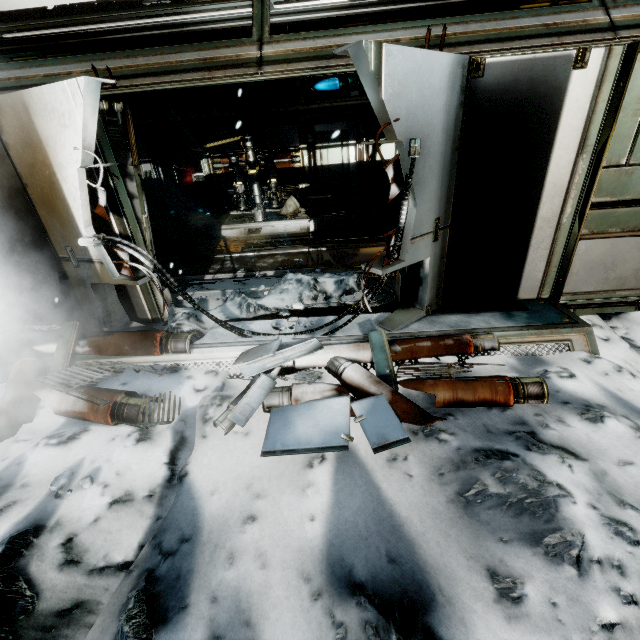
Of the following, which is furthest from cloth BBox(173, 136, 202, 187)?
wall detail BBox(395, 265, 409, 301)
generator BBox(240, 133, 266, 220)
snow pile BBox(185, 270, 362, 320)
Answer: wall detail BBox(395, 265, 409, 301)

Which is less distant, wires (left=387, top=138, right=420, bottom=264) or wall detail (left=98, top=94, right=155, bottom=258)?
wires (left=387, top=138, right=420, bottom=264)

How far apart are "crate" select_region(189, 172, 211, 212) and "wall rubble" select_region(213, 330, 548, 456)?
10.84m

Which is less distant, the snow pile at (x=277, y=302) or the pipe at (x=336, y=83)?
the snow pile at (x=277, y=302)

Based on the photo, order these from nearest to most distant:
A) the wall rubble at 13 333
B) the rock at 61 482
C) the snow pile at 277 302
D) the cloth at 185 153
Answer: the rock at 61 482 → the wall rubble at 13 333 → the snow pile at 277 302 → the cloth at 185 153

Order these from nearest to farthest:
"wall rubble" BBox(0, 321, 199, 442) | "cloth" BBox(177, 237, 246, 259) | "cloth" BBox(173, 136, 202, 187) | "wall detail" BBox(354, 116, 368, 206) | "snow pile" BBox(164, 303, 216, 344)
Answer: "wall rubble" BBox(0, 321, 199, 442)
"snow pile" BBox(164, 303, 216, 344)
"cloth" BBox(177, 237, 246, 259)
"wall detail" BBox(354, 116, 368, 206)
"cloth" BBox(173, 136, 202, 187)

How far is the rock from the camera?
2.5m

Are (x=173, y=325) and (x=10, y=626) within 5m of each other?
yes
